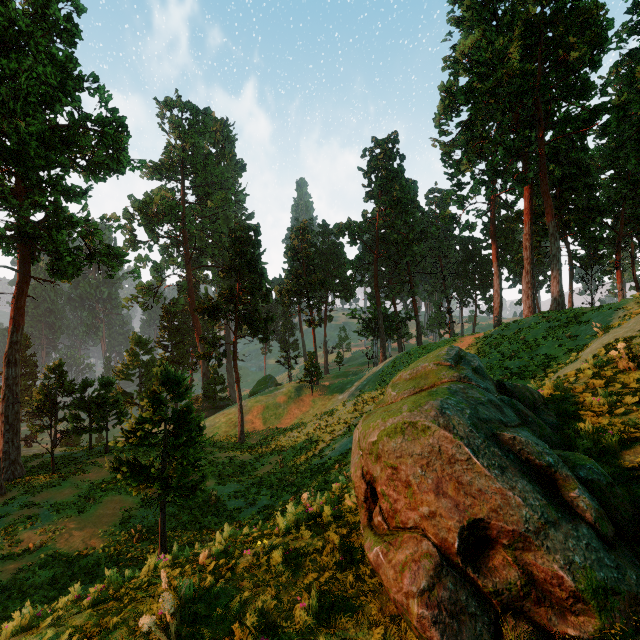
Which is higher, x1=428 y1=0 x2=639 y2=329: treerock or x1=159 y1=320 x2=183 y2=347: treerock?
x1=428 y1=0 x2=639 y2=329: treerock

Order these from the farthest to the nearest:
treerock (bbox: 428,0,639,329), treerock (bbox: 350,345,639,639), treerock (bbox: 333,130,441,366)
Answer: treerock (bbox: 333,130,441,366), treerock (bbox: 428,0,639,329), treerock (bbox: 350,345,639,639)

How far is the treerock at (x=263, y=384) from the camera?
55.6 meters

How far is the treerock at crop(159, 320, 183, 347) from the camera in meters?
58.8

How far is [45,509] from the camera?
17.6m

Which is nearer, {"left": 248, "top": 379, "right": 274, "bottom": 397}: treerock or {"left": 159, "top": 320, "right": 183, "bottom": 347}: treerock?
{"left": 248, "top": 379, "right": 274, "bottom": 397}: treerock
